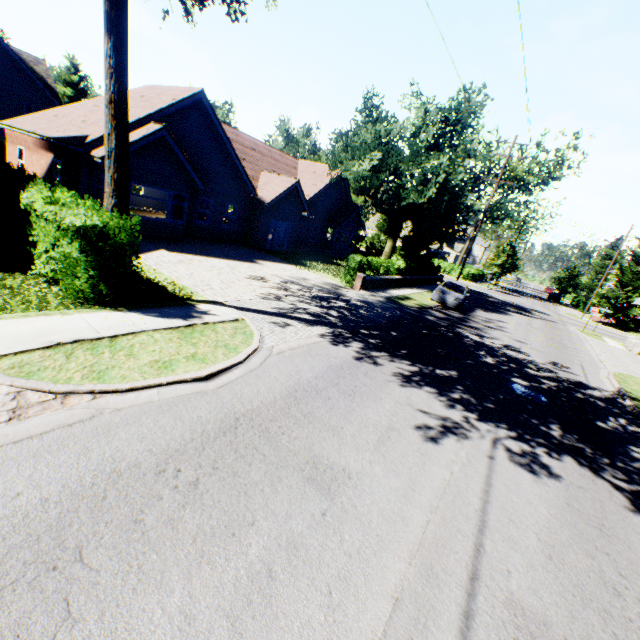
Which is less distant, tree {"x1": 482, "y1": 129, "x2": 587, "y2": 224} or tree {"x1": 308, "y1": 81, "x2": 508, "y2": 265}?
tree {"x1": 308, "y1": 81, "x2": 508, "y2": 265}

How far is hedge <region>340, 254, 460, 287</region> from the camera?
18.33m

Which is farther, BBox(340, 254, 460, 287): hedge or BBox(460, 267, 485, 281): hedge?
BBox(460, 267, 485, 281): hedge

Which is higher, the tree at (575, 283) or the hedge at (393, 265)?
the tree at (575, 283)

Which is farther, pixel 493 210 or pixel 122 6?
pixel 493 210

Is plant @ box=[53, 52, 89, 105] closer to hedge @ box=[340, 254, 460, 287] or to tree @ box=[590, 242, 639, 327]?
tree @ box=[590, 242, 639, 327]

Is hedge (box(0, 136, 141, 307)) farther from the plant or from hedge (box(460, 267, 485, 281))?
hedge (box(460, 267, 485, 281))

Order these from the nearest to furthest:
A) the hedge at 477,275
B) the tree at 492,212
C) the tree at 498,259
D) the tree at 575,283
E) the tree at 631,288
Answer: the tree at 492,212
the tree at 631,288
the tree at 498,259
the hedge at 477,275
the tree at 575,283
